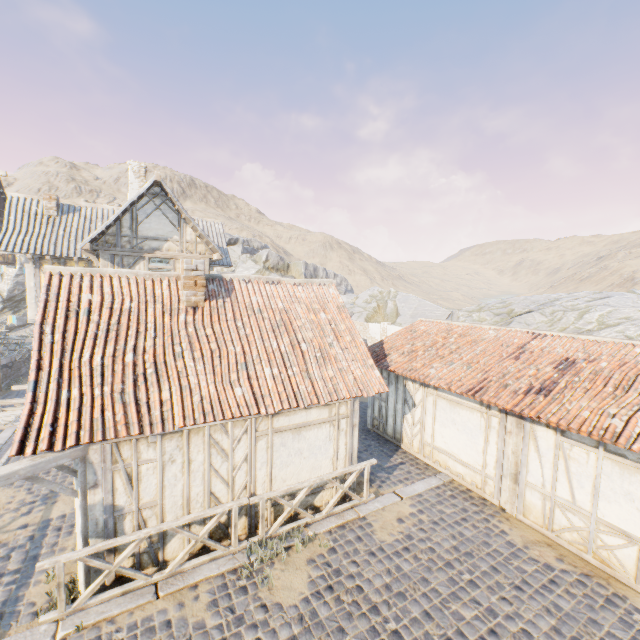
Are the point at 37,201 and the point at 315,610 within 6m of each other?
no

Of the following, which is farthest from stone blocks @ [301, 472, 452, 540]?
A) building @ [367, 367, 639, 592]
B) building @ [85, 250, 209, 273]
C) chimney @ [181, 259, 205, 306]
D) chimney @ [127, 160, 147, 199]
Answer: chimney @ [127, 160, 147, 199]

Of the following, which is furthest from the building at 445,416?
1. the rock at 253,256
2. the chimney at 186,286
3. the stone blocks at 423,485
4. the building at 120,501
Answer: the chimney at 186,286

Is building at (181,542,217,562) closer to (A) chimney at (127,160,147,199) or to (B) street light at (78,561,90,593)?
(B) street light at (78,561,90,593)

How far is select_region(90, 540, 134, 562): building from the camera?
5.8m

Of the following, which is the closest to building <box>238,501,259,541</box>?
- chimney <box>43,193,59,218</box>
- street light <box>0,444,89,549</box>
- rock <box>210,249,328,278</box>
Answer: street light <box>0,444,89,549</box>

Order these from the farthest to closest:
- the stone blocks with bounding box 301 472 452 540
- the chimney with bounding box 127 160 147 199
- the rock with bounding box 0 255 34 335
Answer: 1. the rock with bounding box 0 255 34 335
2. the chimney with bounding box 127 160 147 199
3. the stone blocks with bounding box 301 472 452 540

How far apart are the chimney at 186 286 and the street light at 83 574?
3.5m
